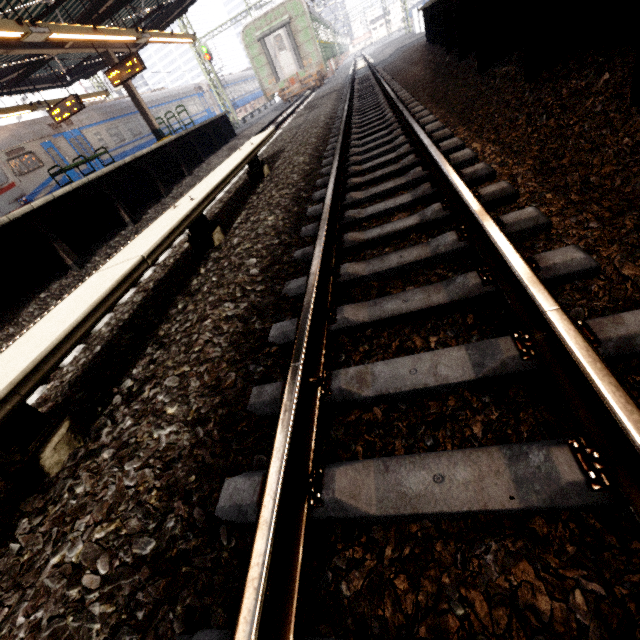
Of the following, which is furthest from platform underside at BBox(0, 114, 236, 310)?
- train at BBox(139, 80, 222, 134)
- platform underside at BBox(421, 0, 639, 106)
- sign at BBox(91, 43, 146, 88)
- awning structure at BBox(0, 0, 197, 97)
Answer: platform underside at BBox(421, 0, 639, 106)

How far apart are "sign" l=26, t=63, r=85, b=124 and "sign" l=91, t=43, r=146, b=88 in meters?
1.6

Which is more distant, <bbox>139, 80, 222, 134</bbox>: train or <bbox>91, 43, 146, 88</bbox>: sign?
<bbox>139, 80, 222, 134</bbox>: train

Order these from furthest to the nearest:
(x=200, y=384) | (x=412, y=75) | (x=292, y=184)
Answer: (x=412, y=75) → (x=292, y=184) → (x=200, y=384)

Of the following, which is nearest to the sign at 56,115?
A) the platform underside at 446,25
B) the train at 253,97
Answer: the train at 253,97

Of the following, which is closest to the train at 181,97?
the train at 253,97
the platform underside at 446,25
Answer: the train at 253,97

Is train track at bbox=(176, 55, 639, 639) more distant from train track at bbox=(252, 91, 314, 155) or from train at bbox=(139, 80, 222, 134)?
train at bbox=(139, 80, 222, 134)

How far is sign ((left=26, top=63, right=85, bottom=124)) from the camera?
12.23m
